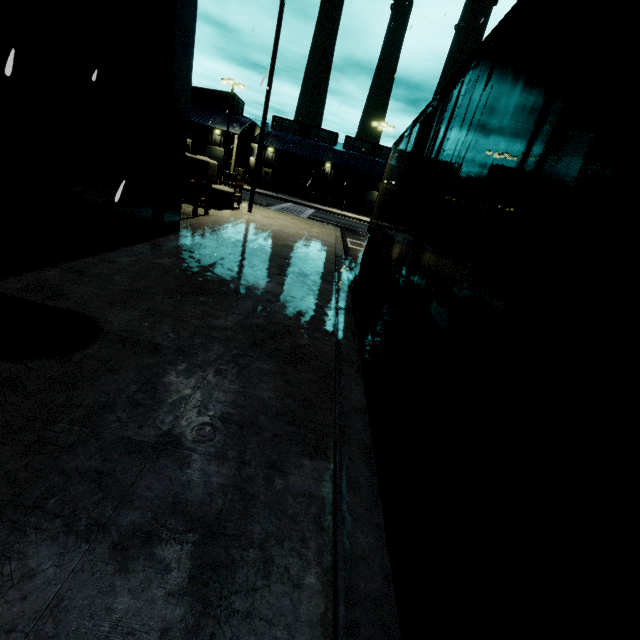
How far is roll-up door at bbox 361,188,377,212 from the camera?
51.9 meters

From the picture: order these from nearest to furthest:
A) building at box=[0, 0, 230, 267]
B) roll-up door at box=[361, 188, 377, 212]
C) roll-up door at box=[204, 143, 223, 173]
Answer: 1. building at box=[0, 0, 230, 267]
2. roll-up door at box=[204, 143, 223, 173]
3. roll-up door at box=[361, 188, 377, 212]

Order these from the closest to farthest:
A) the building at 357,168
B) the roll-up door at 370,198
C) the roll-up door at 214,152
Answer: the roll-up door at 214,152 → the building at 357,168 → the roll-up door at 370,198

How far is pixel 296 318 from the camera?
4.9 meters

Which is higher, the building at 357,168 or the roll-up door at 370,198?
the building at 357,168

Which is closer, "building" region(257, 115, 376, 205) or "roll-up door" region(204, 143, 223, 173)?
"roll-up door" region(204, 143, 223, 173)

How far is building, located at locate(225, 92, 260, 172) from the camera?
40.1m
